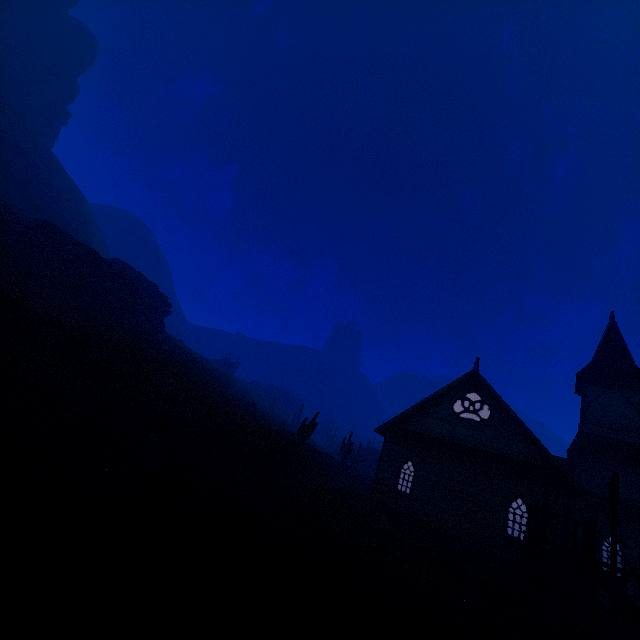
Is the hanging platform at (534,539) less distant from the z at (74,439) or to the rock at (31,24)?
the z at (74,439)

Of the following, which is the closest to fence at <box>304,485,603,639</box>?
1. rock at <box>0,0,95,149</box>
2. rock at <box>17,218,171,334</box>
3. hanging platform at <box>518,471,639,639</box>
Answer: hanging platform at <box>518,471,639,639</box>

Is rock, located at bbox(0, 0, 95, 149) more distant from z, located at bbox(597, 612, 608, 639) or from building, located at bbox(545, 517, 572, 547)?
building, located at bbox(545, 517, 572, 547)

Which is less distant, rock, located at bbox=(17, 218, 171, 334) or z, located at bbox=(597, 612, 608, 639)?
z, located at bbox=(597, 612, 608, 639)

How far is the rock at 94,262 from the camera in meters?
29.9 m

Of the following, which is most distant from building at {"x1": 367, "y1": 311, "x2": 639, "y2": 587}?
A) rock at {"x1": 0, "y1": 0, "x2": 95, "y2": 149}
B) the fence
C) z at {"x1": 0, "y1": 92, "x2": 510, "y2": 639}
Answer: rock at {"x1": 0, "y1": 0, "x2": 95, "y2": 149}

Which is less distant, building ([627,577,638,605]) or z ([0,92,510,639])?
z ([0,92,510,639])

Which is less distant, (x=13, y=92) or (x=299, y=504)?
(x=299, y=504)
